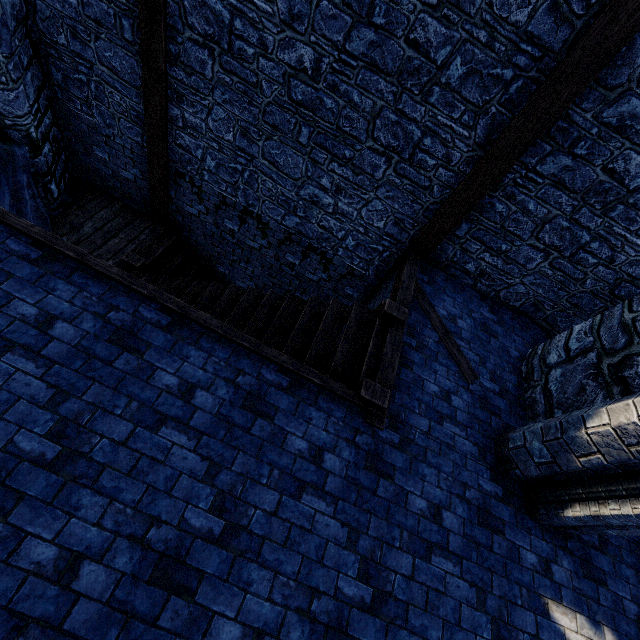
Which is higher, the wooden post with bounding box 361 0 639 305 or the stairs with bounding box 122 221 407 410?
the wooden post with bounding box 361 0 639 305

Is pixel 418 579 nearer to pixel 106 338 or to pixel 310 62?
pixel 106 338

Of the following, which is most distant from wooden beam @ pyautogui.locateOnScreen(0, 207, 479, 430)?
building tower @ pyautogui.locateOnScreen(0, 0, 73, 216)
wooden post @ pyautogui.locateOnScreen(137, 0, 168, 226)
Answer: wooden post @ pyautogui.locateOnScreen(137, 0, 168, 226)

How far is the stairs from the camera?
4.36m

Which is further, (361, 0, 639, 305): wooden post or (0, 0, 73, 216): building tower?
(0, 0, 73, 216): building tower

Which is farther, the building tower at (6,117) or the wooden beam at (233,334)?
the building tower at (6,117)

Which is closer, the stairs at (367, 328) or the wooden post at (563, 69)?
the wooden post at (563, 69)

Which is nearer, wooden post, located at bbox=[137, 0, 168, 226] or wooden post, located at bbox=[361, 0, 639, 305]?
wooden post, located at bbox=[361, 0, 639, 305]
